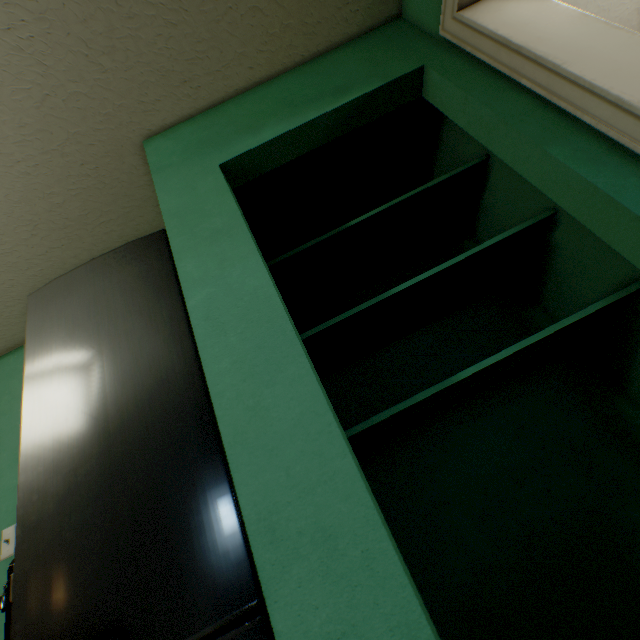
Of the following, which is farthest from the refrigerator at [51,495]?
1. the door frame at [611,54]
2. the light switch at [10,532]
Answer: the door frame at [611,54]

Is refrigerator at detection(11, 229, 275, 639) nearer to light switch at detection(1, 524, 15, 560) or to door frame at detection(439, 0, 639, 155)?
light switch at detection(1, 524, 15, 560)

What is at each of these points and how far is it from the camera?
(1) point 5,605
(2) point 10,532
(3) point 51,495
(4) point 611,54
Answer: (1) coffee machine, 1.0 meters
(2) light switch, 1.5 meters
(3) refrigerator, 0.9 meters
(4) door frame, 0.9 meters

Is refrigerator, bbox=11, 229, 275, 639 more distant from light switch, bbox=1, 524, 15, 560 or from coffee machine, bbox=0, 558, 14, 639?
light switch, bbox=1, 524, 15, 560

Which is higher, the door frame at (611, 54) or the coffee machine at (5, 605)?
the door frame at (611, 54)

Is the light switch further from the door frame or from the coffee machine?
the door frame

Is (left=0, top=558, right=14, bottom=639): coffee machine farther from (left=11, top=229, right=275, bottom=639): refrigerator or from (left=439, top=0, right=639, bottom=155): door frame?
(left=439, top=0, right=639, bottom=155): door frame
